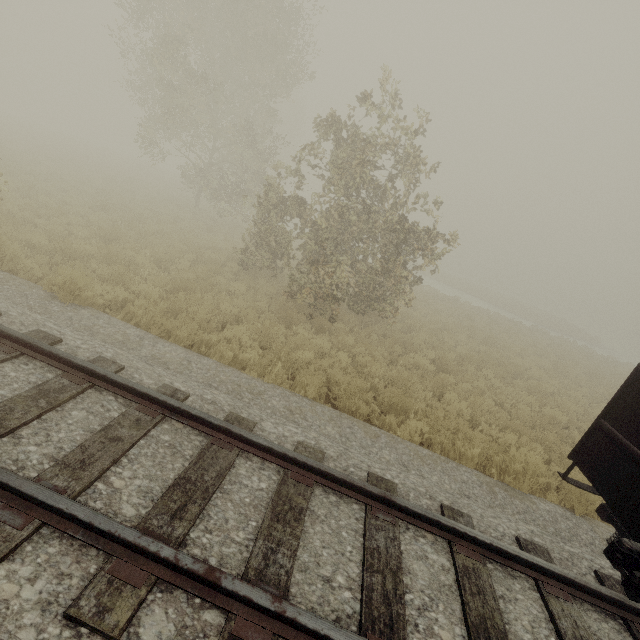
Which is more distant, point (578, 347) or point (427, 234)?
point (578, 347)
